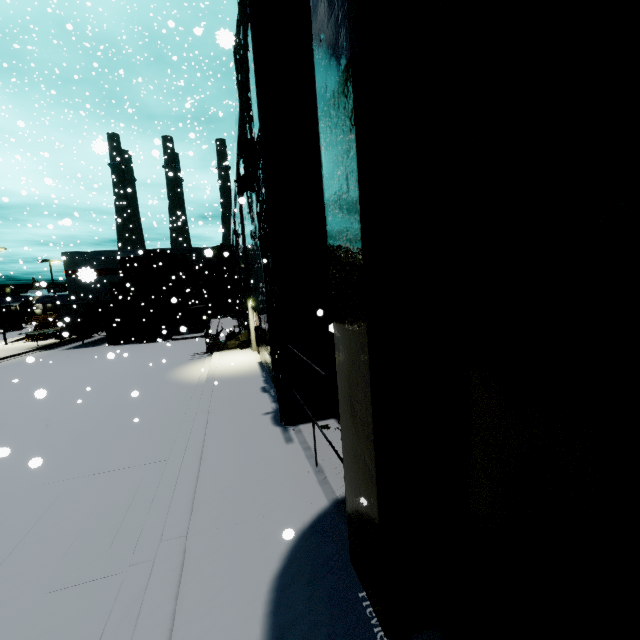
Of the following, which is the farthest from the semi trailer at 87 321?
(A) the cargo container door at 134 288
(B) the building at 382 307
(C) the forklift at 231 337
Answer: (C) the forklift at 231 337

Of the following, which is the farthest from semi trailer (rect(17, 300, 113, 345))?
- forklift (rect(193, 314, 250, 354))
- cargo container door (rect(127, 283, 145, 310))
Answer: forklift (rect(193, 314, 250, 354))

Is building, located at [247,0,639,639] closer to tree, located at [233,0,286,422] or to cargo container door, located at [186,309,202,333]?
tree, located at [233,0,286,422]

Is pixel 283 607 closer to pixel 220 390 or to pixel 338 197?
pixel 338 197

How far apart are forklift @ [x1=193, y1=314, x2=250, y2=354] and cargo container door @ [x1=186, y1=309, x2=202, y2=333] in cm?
1132

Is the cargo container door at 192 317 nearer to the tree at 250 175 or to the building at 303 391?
the building at 303 391

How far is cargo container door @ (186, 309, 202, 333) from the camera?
29.9m

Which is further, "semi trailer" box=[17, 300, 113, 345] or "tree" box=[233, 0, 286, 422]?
"semi trailer" box=[17, 300, 113, 345]
